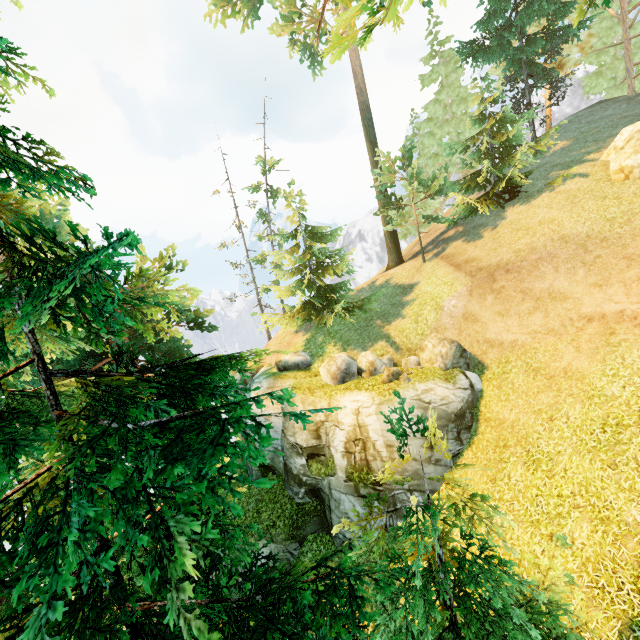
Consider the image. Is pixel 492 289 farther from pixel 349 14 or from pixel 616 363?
pixel 349 14

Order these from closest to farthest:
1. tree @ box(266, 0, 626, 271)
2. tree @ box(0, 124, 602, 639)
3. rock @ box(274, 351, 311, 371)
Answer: tree @ box(0, 124, 602, 639) < tree @ box(266, 0, 626, 271) < rock @ box(274, 351, 311, 371)

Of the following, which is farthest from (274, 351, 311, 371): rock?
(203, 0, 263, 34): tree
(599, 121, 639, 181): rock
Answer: (599, 121, 639, 181): rock

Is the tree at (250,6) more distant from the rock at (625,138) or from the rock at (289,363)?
the rock at (625,138)

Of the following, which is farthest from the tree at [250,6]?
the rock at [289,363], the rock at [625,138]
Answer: the rock at [625,138]

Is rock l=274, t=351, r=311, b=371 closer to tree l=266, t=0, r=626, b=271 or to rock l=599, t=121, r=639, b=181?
tree l=266, t=0, r=626, b=271
